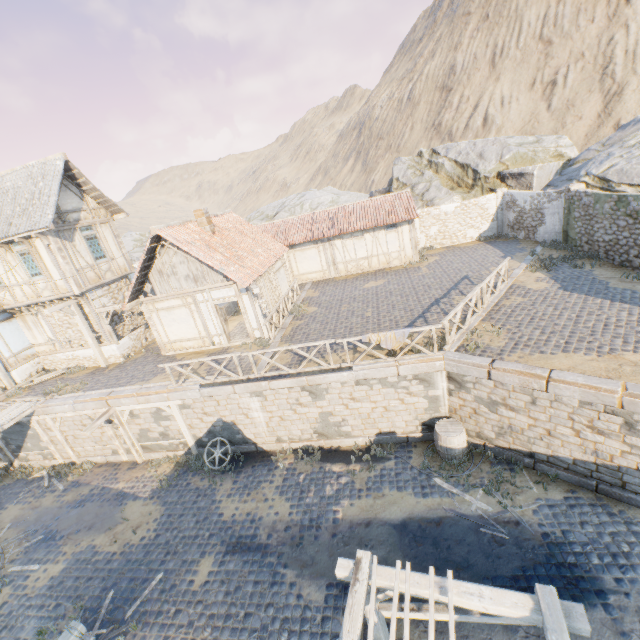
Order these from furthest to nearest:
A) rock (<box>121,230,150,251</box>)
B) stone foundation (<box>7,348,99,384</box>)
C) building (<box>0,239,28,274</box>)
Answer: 1. rock (<box>121,230,150,251</box>)
2. stone foundation (<box>7,348,99,384</box>)
3. building (<box>0,239,28,274</box>)

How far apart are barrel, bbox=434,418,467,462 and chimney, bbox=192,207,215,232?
12.8m

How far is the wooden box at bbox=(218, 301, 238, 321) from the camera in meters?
19.1

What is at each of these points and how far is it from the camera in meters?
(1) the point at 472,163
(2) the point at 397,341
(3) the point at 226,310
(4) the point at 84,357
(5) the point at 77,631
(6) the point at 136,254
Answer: (1) rock, 25.4 m
(2) fabric, 10.5 m
(3) wooden box, 19.3 m
(4) stone foundation, 17.2 m
(5) street light, 5.8 m
(6) rock, 40.5 m

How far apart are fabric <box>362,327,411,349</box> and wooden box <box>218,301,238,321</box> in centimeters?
1096cm

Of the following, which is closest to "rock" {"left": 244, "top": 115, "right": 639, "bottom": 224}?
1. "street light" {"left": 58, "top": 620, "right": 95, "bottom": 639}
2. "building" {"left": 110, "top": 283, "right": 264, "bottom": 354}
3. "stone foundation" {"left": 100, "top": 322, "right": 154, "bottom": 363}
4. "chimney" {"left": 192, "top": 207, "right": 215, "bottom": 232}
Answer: "building" {"left": 110, "top": 283, "right": 264, "bottom": 354}

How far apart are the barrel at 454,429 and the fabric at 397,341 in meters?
2.9 m

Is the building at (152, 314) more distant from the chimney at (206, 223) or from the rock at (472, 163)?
the rock at (472, 163)
